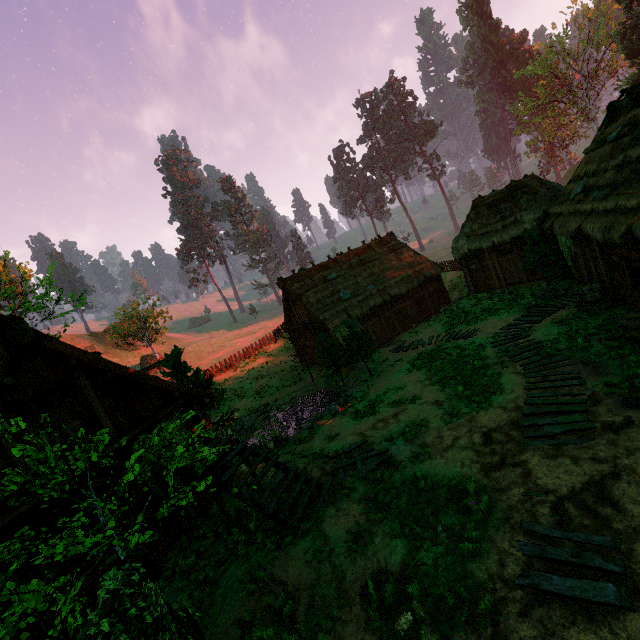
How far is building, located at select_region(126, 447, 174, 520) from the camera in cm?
950

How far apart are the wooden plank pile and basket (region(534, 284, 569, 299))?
12.8 meters

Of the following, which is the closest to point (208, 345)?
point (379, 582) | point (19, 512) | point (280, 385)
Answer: point (280, 385)

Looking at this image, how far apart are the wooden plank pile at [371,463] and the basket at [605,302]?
10.5m

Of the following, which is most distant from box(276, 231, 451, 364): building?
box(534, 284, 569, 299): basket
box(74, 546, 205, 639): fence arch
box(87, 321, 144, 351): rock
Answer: box(87, 321, 144, 351): rock

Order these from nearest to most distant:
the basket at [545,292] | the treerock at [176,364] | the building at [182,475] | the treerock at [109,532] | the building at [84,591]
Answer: the treerock at [109,532]
the building at [84,591]
the building at [182,475]
the treerock at [176,364]
the basket at [545,292]

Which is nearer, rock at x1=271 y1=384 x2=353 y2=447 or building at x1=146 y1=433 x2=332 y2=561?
building at x1=146 y1=433 x2=332 y2=561
